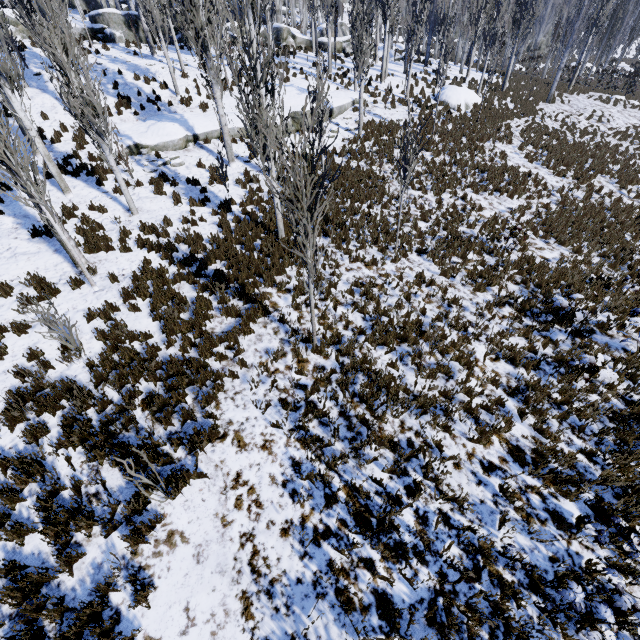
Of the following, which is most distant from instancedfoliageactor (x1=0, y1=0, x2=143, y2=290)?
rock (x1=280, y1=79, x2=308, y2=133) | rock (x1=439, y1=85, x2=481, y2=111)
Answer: rock (x1=439, y1=85, x2=481, y2=111)

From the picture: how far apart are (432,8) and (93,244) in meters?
31.3

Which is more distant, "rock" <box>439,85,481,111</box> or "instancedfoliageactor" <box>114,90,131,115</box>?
"rock" <box>439,85,481,111</box>

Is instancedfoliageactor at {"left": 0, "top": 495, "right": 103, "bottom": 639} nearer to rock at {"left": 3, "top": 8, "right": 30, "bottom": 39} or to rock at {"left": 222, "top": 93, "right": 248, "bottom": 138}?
rock at {"left": 222, "top": 93, "right": 248, "bottom": 138}

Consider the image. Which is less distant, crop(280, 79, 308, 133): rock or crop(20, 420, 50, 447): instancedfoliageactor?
crop(20, 420, 50, 447): instancedfoliageactor

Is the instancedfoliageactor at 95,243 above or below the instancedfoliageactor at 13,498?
above

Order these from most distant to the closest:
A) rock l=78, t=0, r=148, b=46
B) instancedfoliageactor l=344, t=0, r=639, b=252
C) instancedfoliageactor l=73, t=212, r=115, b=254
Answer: rock l=78, t=0, r=148, b=46 → instancedfoliageactor l=344, t=0, r=639, b=252 → instancedfoliageactor l=73, t=212, r=115, b=254

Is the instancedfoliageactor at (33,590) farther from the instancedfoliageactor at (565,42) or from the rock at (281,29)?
the rock at (281,29)
